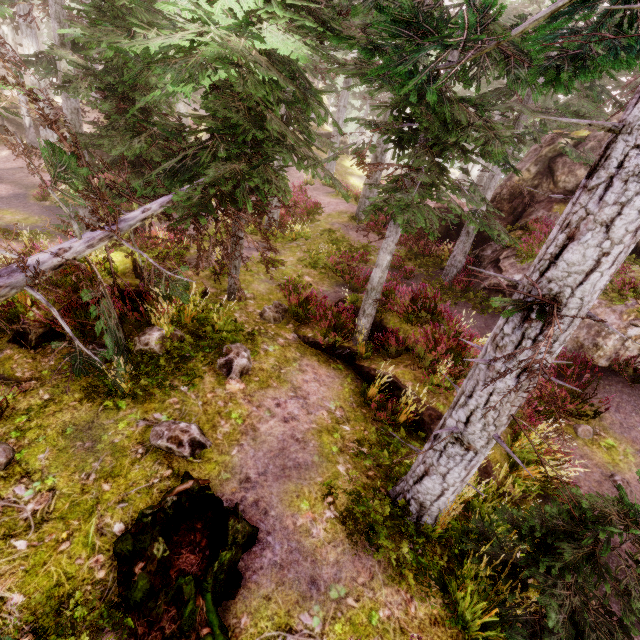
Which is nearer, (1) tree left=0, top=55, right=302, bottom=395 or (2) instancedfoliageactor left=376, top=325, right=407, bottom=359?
(1) tree left=0, top=55, right=302, bottom=395

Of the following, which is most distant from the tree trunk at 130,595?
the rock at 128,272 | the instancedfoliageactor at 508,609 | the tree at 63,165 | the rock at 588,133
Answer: the rock at 588,133

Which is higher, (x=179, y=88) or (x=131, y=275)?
(x=179, y=88)

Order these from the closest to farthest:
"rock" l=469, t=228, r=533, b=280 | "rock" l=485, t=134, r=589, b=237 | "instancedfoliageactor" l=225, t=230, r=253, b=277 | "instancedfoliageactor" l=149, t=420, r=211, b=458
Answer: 1. "instancedfoliageactor" l=149, t=420, r=211, b=458
2. "instancedfoliageactor" l=225, t=230, r=253, b=277
3. "rock" l=469, t=228, r=533, b=280
4. "rock" l=485, t=134, r=589, b=237

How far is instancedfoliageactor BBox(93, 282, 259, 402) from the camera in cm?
569

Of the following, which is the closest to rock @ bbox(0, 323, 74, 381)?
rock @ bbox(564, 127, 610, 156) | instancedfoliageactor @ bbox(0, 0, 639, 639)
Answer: instancedfoliageactor @ bbox(0, 0, 639, 639)

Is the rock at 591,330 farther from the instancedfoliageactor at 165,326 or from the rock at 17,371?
the rock at 17,371

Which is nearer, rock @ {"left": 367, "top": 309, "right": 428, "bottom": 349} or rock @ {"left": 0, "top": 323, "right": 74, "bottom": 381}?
rock @ {"left": 0, "top": 323, "right": 74, "bottom": 381}
